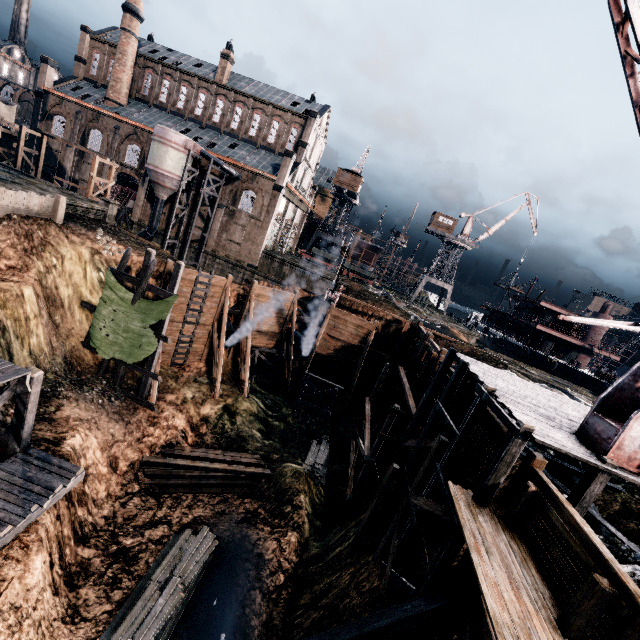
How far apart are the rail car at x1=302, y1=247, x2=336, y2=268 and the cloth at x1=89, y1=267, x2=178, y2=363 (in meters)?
40.52

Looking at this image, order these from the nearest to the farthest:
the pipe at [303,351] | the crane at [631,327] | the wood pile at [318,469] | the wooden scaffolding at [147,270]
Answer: the crane at [631,327] < the wooden scaffolding at [147,270] < the wood pile at [318,469] < the pipe at [303,351]

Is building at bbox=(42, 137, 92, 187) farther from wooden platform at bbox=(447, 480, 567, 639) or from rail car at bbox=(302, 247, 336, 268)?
wooden platform at bbox=(447, 480, 567, 639)

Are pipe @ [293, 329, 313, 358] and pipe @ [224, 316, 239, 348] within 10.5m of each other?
yes

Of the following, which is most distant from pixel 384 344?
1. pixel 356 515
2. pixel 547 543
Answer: pixel 547 543

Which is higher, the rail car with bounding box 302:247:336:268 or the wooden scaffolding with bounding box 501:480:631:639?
the rail car with bounding box 302:247:336:268

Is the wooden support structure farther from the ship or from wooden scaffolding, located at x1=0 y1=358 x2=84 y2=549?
the ship

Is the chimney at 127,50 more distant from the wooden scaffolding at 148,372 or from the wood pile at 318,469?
the wood pile at 318,469
